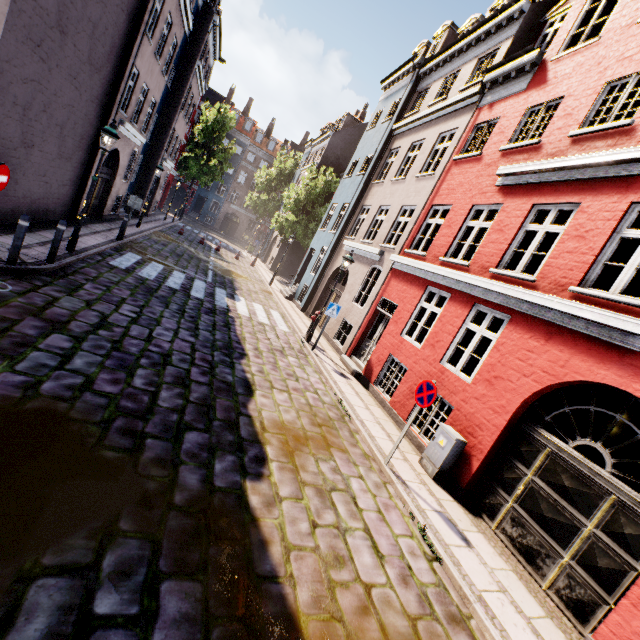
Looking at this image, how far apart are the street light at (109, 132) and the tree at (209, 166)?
30.5m

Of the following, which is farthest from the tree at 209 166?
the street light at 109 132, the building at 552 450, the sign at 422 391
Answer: the sign at 422 391

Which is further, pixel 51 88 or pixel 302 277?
pixel 302 277

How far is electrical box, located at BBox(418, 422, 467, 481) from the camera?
6.7 meters

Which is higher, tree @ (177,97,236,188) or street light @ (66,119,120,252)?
tree @ (177,97,236,188)

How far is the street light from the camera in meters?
8.7

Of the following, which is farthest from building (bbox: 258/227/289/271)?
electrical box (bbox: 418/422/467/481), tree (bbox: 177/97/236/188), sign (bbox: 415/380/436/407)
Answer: tree (bbox: 177/97/236/188)
